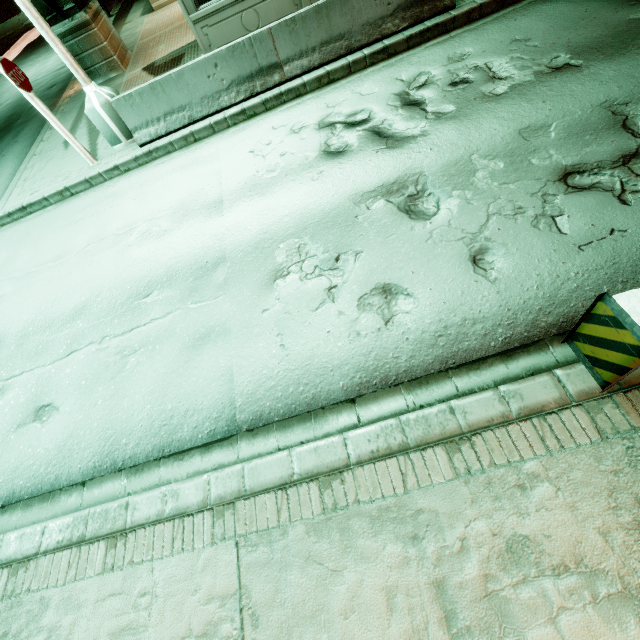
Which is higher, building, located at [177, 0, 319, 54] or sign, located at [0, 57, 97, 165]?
sign, located at [0, 57, 97, 165]

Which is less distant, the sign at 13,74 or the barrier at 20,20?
the sign at 13,74

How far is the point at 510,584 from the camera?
2.31m

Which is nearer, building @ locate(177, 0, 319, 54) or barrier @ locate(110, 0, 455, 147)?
barrier @ locate(110, 0, 455, 147)

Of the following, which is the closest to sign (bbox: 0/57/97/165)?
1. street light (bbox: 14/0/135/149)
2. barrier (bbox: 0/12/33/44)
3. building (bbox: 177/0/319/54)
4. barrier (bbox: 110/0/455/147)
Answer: street light (bbox: 14/0/135/149)

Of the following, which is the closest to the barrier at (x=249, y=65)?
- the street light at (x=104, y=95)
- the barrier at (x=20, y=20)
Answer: the street light at (x=104, y=95)

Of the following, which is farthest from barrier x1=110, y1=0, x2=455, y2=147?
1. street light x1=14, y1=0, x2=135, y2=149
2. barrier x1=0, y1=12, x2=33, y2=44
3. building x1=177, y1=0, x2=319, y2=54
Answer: barrier x1=0, y1=12, x2=33, y2=44

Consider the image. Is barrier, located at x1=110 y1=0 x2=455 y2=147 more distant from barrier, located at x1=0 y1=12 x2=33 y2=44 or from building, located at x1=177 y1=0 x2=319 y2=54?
barrier, located at x1=0 y1=12 x2=33 y2=44
